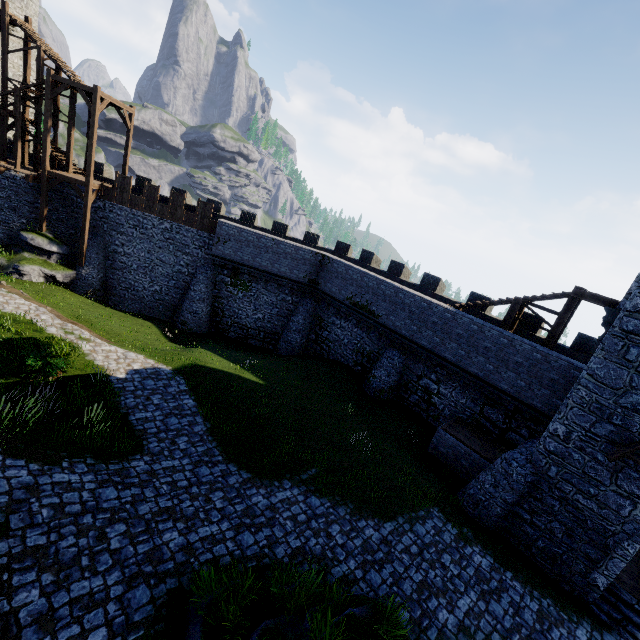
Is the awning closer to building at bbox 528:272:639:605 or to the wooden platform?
building at bbox 528:272:639:605

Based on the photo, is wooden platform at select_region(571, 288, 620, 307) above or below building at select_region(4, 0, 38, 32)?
below

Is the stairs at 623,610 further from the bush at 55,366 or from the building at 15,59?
the building at 15,59

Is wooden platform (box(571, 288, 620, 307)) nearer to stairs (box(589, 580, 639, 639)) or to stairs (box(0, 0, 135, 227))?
stairs (box(589, 580, 639, 639))

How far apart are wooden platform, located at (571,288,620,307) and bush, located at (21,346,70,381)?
21.3 meters

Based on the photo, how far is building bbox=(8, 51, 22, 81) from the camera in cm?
2434

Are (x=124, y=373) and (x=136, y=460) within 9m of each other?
yes

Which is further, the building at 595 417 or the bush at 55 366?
the bush at 55 366
